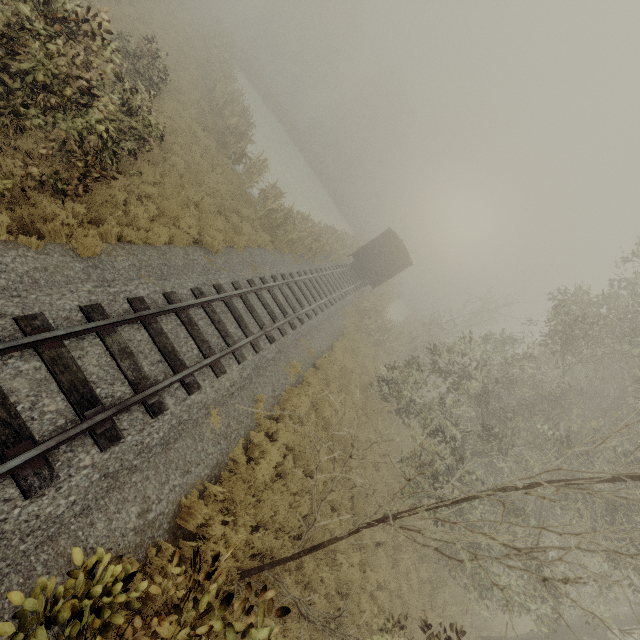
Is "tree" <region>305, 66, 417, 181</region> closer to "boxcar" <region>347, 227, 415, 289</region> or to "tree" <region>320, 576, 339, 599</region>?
"boxcar" <region>347, 227, 415, 289</region>

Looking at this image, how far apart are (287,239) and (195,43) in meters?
21.0

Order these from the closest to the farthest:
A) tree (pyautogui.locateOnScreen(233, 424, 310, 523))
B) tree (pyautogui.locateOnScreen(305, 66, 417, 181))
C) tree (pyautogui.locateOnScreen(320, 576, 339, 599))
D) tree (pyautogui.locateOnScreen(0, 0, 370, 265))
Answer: tree (pyautogui.locateOnScreen(0, 0, 370, 265)) < tree (pyautogui.locateOnScreen(233, 424, 310, 523)) < tree (pyautogui.locateOnScreen(320, 576, 339, 599)) < tree (pyautogui.locateOnScreen(305, 66, 417, 181))

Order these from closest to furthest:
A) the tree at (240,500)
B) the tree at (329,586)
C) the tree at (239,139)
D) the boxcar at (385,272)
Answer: the tree at (239,139), the tree at (240,500), the tree at (329,586), the boxcar at (385,272)

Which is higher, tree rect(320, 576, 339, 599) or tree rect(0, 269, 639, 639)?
tree rect(0, 269, 639, 639)

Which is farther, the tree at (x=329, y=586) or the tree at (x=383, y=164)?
the tree at (x=383, y=164)

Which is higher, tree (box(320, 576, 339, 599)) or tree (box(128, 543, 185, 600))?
tree (box(128, 543, 185, 600))

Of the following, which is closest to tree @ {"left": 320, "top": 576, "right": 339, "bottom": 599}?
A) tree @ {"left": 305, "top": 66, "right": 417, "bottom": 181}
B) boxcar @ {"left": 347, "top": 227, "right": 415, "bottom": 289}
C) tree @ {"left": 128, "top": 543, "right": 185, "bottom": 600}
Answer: tree @ {"left": 128, "top": 543, "right": 185, "bottom": 600}
